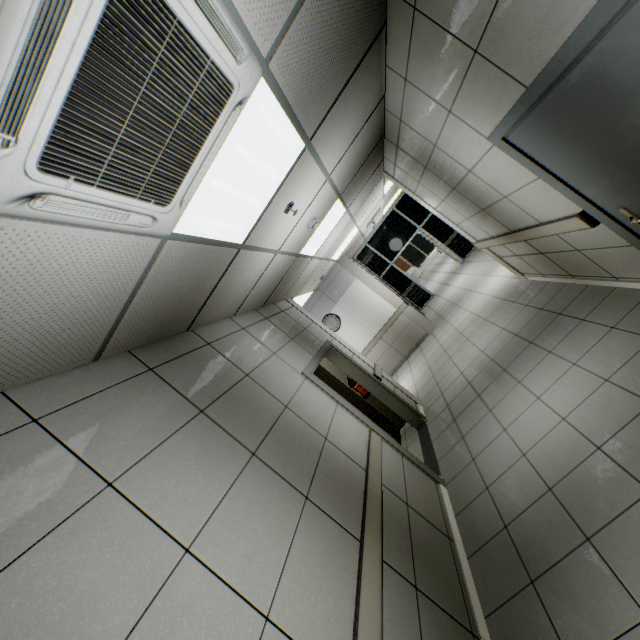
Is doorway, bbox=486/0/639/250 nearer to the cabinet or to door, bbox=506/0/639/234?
door, bbox=506/0/639/234

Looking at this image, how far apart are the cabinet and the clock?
3.3 meters

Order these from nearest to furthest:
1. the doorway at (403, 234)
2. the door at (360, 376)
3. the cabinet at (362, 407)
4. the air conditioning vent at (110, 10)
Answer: the air conditioning vent at (110, 10) < the door at (360, 376) < the cabinet at (362, 407) < the doorway at (403, 234)

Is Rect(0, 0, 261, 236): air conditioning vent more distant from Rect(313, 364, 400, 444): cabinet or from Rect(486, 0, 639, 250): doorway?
Rect(313, 364, 400, 444): cabinet

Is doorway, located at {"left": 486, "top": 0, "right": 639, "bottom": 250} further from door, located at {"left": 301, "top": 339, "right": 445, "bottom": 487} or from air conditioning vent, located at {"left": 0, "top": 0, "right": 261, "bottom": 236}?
door, located at {"left": 301, "top": 339, "right": 445, "bottom": 487}

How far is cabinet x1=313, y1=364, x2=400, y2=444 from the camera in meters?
5.7 m

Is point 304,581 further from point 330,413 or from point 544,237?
point 544,237

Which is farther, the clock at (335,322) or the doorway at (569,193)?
the clock at (335,322)
